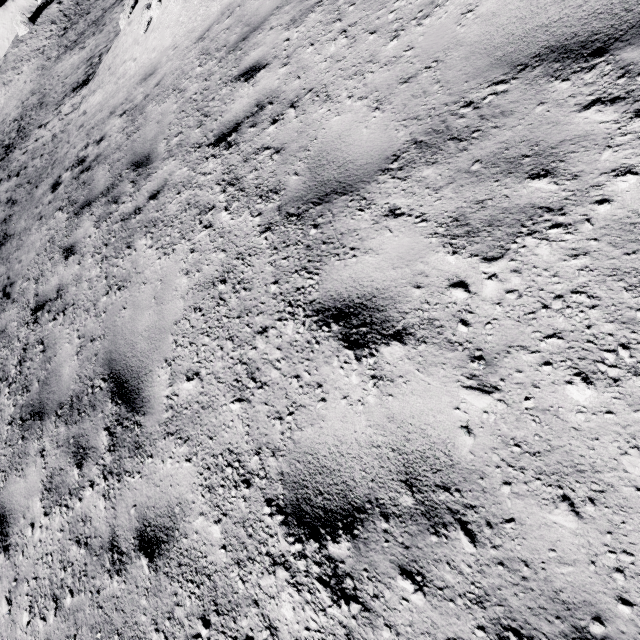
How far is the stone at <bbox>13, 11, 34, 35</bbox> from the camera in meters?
50.2

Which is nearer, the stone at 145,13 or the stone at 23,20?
the stone at 145,13

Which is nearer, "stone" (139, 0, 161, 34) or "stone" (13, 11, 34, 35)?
"stone" (139, 0, 161, 34)

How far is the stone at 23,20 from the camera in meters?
50.2 m

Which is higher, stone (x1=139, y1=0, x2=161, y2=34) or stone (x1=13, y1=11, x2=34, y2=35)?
stone (x1=13, y1=11, x2=34, y2=35)

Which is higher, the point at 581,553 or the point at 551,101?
the point at 551,101
